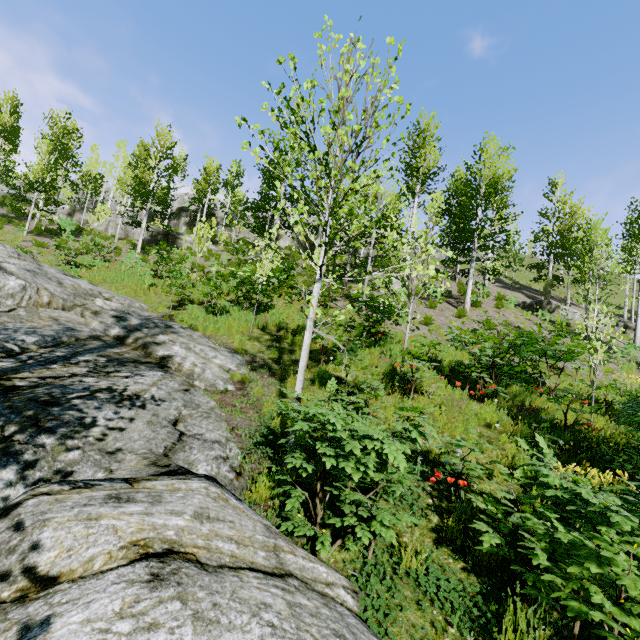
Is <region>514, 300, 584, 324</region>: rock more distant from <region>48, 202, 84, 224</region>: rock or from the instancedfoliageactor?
<region>48, 202, 84, 224</region>: rock

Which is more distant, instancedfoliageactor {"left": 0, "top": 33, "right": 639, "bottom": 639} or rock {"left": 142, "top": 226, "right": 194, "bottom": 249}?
rock {"left": 142, "top": 226, "right": 194, "bottom": 249}

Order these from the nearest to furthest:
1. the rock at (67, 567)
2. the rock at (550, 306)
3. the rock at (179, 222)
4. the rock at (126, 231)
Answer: the rock at (67, 567) < the rock at (550, 306) < the rock at (126, 231) < the rock at (179, 222)

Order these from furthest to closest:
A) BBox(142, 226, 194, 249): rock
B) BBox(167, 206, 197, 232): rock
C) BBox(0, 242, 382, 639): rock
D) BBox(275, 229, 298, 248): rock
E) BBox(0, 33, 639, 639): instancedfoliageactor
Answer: BBox(167, 206, 197, 232): rock < BBox(275, 229, 298, 248): rock < BBox(142, 226, 194, 249): rock < BBox(0, 33, 639, 639): instancedfoliageactor < BBox(0, 242, 382, 639): rock

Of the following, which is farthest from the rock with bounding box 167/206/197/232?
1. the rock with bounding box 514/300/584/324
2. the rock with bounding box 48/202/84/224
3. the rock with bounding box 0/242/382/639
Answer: the rock with bounding box 514/300/584/324

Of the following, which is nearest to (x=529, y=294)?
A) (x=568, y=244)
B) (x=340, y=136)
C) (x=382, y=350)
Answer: (x=568, y=244)

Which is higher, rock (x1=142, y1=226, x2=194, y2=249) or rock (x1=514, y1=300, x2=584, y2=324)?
rock (x1=142, y1=226, x2=194, y2=249)

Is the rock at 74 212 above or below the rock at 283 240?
below
